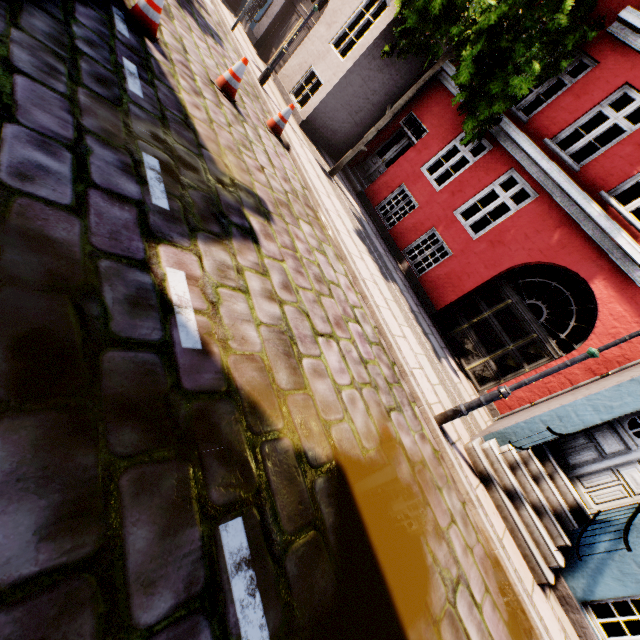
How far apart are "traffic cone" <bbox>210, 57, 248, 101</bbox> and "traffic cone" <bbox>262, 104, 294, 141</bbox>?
0.9m

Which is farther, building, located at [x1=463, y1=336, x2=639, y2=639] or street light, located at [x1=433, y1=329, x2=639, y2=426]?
building, located at [x1=463, y1=336, x2=639, y2=639]

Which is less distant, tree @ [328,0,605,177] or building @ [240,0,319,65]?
tree @ [328,0,605,177]

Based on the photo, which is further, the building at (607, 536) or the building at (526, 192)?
the building at (526, 192)

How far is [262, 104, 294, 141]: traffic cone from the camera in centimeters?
745cm

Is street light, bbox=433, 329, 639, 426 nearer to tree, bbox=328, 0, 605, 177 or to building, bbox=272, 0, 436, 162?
building, bbox=272, 0, 436, 162

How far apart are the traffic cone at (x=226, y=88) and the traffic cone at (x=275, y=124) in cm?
88

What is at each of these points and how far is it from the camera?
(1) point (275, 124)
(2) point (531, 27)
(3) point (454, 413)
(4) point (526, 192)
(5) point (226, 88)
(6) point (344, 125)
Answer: (1) traffic cone, 7.5m
(2) tree, 6.2m
(3) street light, 4.9m
(4) building, 17.7m
(5) traffic cone, 6.4m
(6) building, 10.7m
